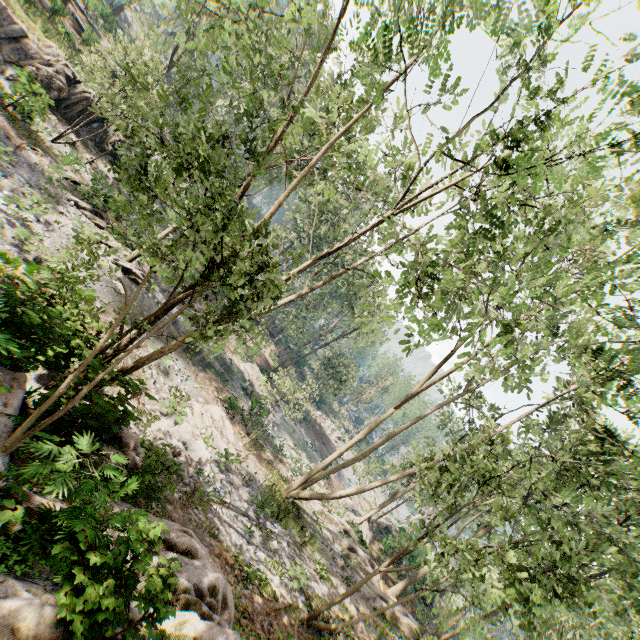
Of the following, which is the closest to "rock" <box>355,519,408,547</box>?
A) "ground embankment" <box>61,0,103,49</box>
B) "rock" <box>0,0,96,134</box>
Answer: "rock" <box>0,0,96,134</box>

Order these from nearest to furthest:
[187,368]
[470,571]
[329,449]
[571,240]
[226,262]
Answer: [571,240], [470,571], [226,262], [187,368], [329,449]

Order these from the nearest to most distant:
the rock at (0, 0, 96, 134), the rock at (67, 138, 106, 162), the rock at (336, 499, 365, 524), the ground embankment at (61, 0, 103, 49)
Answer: the rock at (0, 0, 96, 134)
the rock at (67, 138, 106, 162)
the rock at (336, 499, 365, 524)
the ground embankment at (61, 0, 103, 49)

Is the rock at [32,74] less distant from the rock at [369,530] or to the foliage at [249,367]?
the foliage at [249,367]

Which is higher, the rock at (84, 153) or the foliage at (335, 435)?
the foliage at (335, 435)

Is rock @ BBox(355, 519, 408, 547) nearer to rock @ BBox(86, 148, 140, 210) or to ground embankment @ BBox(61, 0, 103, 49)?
rock @ BBox(86, 148, 140, 210)

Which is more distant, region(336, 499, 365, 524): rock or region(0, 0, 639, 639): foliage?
region(336, 499, 365, 524): rock

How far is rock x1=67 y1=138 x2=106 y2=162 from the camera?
24.7m
